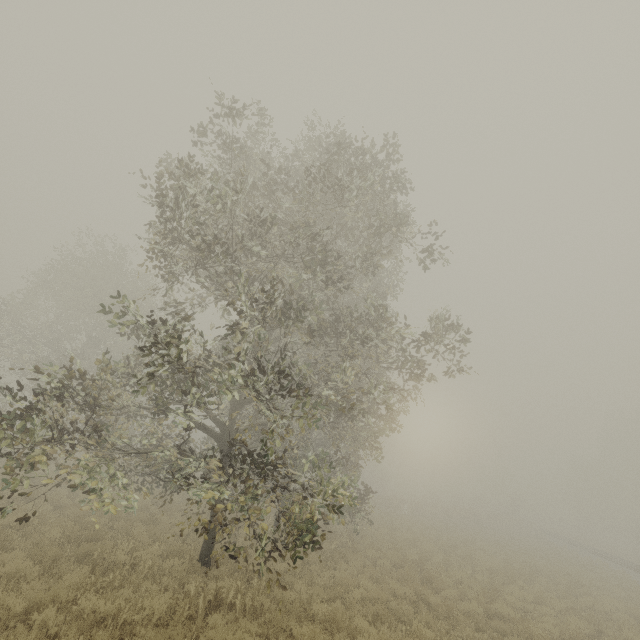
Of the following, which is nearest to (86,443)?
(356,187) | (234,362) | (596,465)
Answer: (234,362)

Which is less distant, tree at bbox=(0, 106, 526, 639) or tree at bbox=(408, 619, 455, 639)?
tree at bbox=(0, 106, 526, 639)

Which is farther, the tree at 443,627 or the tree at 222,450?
the tree at 443,627
